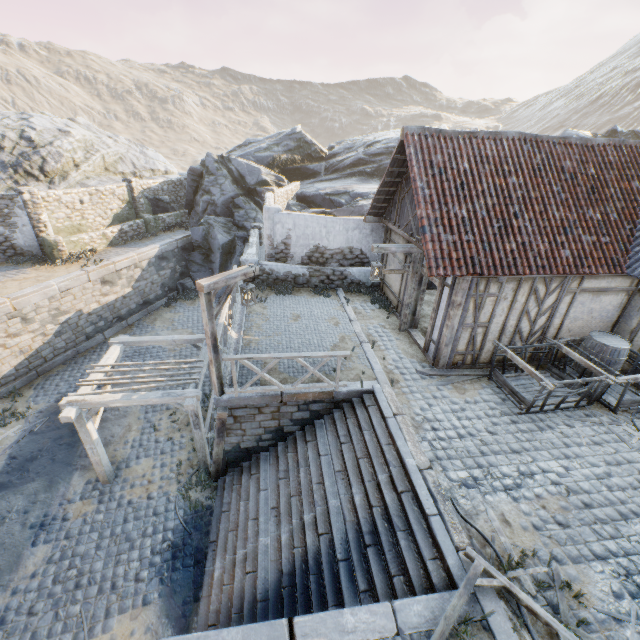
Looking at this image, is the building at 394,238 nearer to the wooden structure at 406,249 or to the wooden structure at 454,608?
the wooden structure at 406,249

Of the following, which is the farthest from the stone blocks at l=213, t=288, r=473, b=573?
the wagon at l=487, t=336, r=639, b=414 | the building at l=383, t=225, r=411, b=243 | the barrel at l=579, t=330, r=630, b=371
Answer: the barrel at l=579, t=330, r=630, b=371

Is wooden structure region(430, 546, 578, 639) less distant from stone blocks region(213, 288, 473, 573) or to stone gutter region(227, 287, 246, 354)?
stone blocks region(213, 288, 473, 573)

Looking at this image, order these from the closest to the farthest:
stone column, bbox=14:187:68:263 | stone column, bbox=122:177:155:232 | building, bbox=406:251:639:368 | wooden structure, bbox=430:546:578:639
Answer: wooden structure, bbox=430:546:578:639
building, bbox=406:251:639:368
stone column, bbox=14:187:68:263
stone column, bbox=122:177:155:232

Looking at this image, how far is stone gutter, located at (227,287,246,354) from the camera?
9.55m

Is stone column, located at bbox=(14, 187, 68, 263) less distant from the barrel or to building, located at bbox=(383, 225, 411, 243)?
building, located at bbox=(383, 225, 411, 243)

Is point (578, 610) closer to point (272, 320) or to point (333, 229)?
point (272, 320)

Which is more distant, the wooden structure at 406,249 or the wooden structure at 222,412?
the wooden structure at 406,249
